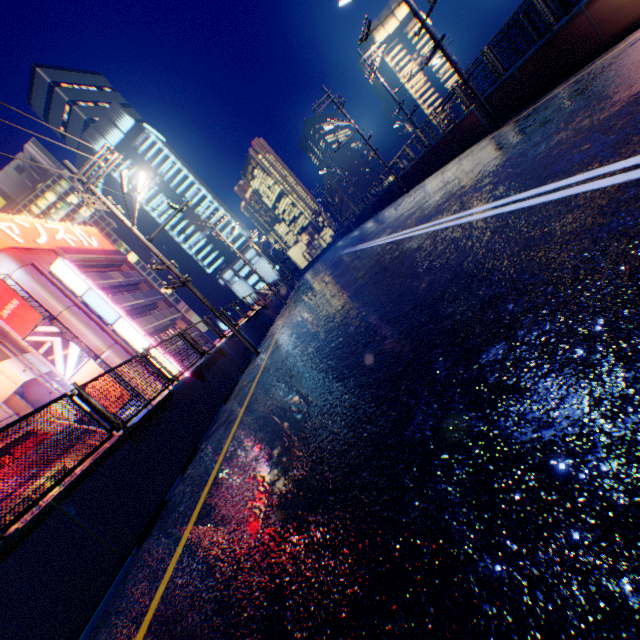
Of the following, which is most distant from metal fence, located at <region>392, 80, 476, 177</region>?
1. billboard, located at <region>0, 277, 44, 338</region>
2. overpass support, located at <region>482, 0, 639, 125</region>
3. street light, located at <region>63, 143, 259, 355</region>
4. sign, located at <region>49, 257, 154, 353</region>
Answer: billboard, located at <region>0, 277, 44, 338</region>

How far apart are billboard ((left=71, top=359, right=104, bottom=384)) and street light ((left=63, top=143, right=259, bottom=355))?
18.2 meters

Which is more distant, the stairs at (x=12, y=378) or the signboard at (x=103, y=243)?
the signboard at (x=103, y=243)

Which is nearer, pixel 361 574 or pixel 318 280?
pixel 361 574

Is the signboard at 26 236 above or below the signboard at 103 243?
below

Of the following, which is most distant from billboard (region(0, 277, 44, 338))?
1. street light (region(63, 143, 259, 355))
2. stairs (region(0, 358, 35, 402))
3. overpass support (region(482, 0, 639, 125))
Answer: street light (region(63, 143, 259, 355))

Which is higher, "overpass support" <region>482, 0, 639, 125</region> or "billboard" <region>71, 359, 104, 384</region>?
"billboard" <region>71, 359, 104, 384</region>
